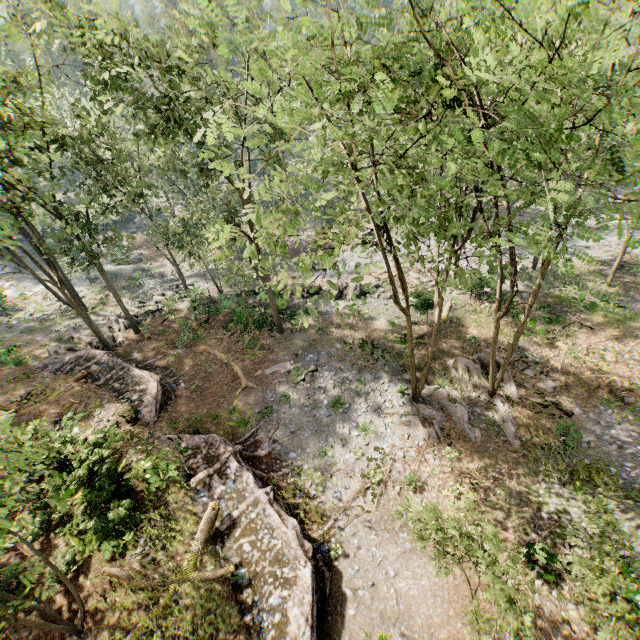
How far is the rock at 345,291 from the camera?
29.34m

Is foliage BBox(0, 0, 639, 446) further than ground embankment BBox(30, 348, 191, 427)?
No

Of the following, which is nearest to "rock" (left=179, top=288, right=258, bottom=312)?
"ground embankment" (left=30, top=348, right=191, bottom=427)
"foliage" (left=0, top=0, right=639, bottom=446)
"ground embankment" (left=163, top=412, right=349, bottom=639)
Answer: "foliage" (left=0, top=0, right=639, bottom=446)

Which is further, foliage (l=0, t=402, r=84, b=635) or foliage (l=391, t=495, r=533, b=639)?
foliage (l=0, t=402, r=84, b=635)

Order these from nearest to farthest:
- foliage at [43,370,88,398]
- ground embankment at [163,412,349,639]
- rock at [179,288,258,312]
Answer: ground embankment at [163,412,349,639] < foliage at [43,370,88,398] < rock at [179,288,258,312]

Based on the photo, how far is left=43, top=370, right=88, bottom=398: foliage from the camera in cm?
1945

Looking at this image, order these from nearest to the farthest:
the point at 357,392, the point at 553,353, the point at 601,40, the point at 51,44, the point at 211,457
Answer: the point at 601,40 < the point at 211,457 < the point at 51,44 < the point at 357,392 < the point at 553,353

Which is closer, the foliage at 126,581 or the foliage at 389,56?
the foliage at 389,56
